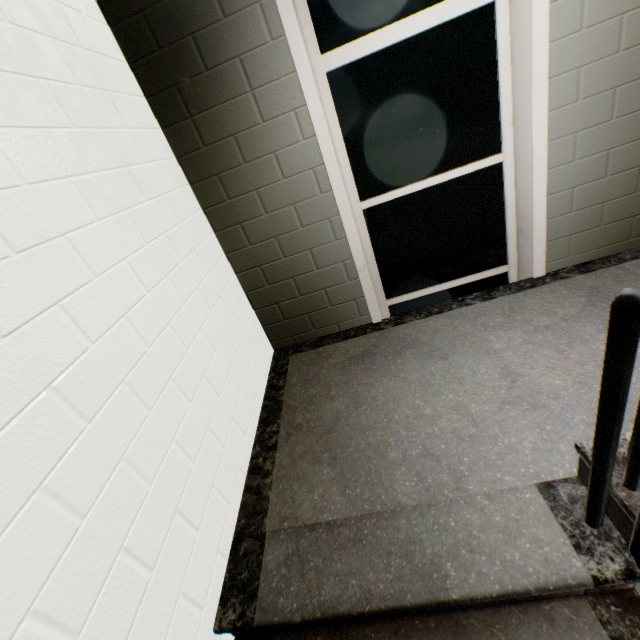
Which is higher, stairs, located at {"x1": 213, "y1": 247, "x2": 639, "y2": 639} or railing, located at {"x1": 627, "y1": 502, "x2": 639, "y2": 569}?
railing, located at {"x1": 627, "y1": 502, "x2": 639, "y2": 569}

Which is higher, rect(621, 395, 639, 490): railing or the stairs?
rect(621, 395, 639, 490): railing

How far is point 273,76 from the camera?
1.8m

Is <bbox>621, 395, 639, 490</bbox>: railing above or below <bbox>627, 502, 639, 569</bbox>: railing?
Answer: above

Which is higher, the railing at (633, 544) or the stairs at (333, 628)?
the railing at (633, 544)
